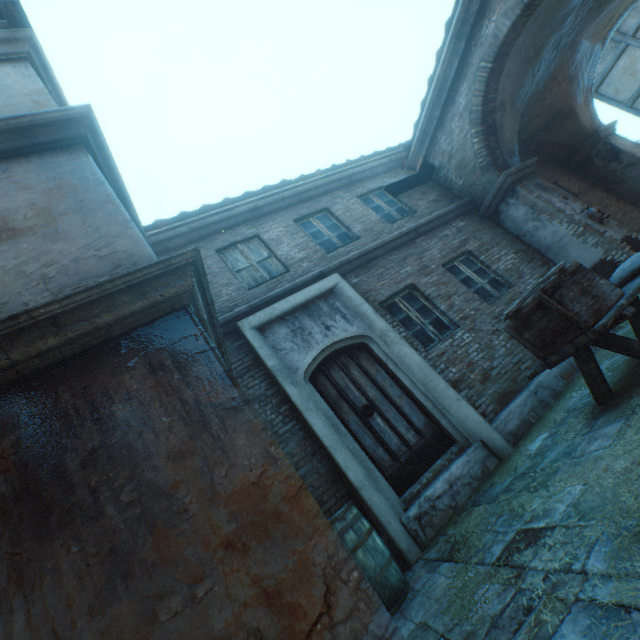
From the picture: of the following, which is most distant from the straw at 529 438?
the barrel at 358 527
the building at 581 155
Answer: the barrel at 358 527

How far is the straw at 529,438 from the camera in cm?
416

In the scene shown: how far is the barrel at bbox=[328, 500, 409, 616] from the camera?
3.2 meters

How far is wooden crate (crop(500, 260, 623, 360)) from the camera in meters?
3.1 m

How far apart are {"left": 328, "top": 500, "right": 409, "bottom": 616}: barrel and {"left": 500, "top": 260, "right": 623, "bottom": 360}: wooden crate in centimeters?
264cm

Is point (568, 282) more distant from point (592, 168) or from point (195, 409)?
point (592, 168)

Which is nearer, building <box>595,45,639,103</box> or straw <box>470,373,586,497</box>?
straw <box>470,373,586,497</box>

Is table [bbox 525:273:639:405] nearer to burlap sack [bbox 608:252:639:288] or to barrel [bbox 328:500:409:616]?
burlap sack [bbox 608:252:639:288]
